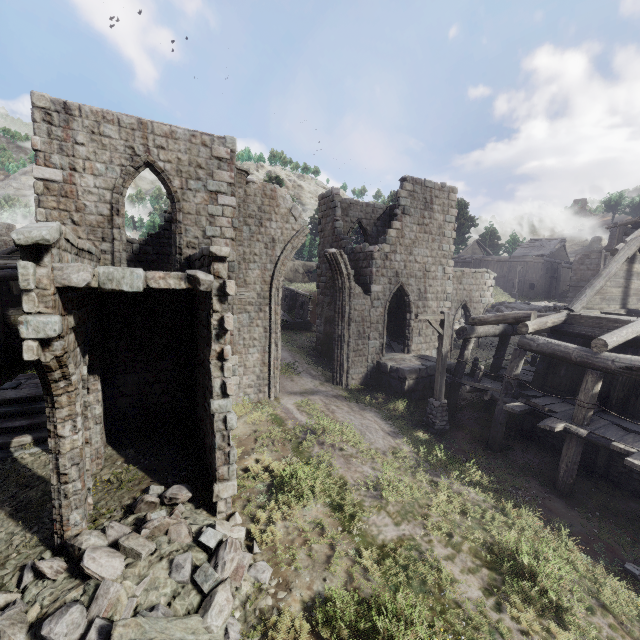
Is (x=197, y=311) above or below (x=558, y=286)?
below

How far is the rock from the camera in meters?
47.2

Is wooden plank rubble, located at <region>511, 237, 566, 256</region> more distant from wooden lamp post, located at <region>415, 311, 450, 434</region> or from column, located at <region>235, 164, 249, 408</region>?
column, located at <region>235, 164, 249, 408</region>

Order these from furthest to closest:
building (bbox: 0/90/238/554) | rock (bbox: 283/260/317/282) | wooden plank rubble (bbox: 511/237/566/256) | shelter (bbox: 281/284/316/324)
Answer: rock (bbox: 283/260/317/282), wooden plank rubble (bbox: 511/237/566/256), shelter (bbox: 281/284/316/324), building (bbox: 0/90/238/554)

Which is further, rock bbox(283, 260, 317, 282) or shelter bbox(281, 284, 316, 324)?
rock bbox(283, 260, 317, 282)

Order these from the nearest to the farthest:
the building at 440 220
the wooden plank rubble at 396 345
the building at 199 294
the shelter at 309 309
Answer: the building at 199 294 < the building at 440 220 < the wooden plank rubble at 396 345 < the shelter at 309 309

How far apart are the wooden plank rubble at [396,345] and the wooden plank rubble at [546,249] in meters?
38.0 m

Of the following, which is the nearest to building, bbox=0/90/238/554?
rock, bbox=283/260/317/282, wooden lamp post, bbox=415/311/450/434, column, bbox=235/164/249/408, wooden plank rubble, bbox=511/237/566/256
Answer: column, bbox=235/164/249/408
